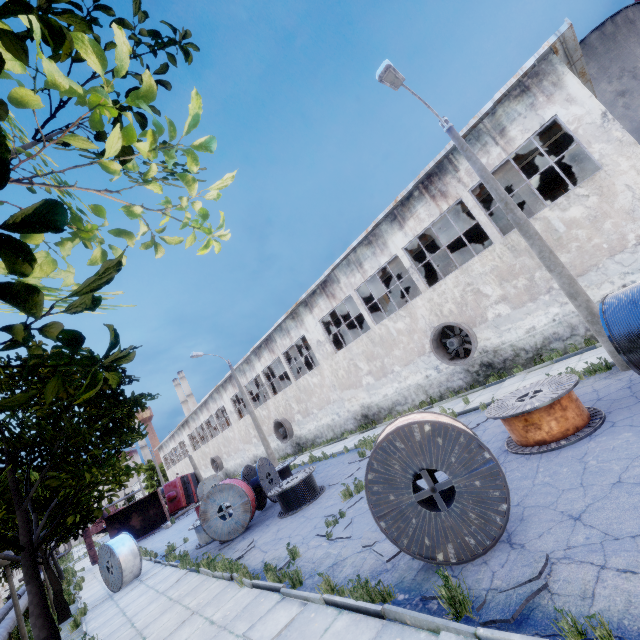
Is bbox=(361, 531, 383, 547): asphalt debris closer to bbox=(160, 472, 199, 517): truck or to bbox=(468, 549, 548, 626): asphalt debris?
bbox=(468, 549, 548, 626): asphalt debris

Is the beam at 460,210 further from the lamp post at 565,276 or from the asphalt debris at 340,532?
the asphalt debris at 340,532

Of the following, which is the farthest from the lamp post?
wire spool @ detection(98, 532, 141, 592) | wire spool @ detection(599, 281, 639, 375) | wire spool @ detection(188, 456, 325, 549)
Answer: wire spool @ detection(98, 532, 141, 592)

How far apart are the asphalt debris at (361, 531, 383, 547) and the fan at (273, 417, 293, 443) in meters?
21.0

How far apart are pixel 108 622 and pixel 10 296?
15.1m

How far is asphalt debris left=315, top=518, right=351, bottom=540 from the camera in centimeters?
755cm

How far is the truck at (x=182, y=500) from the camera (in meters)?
31.08

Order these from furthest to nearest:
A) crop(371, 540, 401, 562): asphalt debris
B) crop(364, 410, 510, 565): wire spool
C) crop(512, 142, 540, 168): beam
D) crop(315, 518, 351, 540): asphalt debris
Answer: crop(512, 142, 540, 168): beam
crop(315, 518, 351, 540): asphalt debris
crop(371, 540, 401, 562): asphalt debris
crop(364, 410, 510, 565): wire spool
